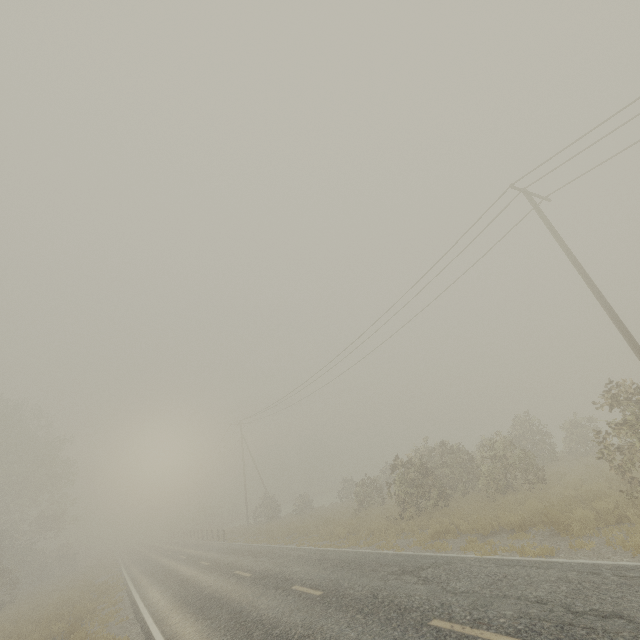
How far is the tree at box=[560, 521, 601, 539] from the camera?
8.7m

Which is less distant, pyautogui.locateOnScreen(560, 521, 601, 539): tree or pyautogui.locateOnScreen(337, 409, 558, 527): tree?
pyautogui.locateOnScreen(560, 521, 601, 539): tree

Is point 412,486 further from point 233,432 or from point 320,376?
point 233,432

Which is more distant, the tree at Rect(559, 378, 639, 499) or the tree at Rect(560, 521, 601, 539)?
the tree at Rect(559, 378, 639, 499)

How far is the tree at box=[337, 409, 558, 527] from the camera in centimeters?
1586cm

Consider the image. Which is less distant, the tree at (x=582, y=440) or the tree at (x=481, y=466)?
the tree at (x=582, y=440)

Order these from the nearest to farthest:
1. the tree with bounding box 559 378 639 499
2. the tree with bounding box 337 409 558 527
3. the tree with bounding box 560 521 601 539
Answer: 1. the tree with bounding box 560 521 601 539
2. the tree with bounding box 559 378 639 499
3. the tree with bounding box 337 409 558 527
